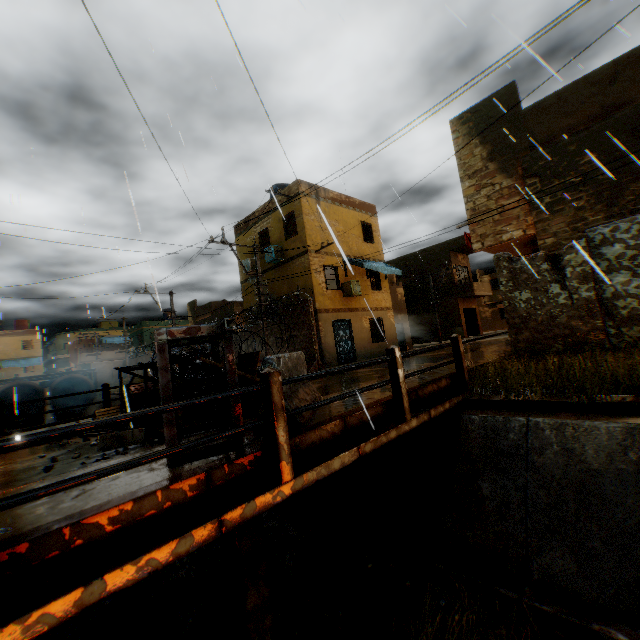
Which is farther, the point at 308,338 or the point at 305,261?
the point at 305,261

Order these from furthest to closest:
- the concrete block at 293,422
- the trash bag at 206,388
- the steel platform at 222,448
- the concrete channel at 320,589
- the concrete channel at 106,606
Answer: the trash bag at 206,388
the concrete channel at 106,606
the concrete channel at 320,589
the concrete block at 293,422
the steel platform at 222,448

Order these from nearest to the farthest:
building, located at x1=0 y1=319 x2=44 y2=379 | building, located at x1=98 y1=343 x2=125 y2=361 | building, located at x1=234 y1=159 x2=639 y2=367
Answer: building, located at x1=234 y1=159 x2=639 y2=367, building, located at x1=0 y1=319 x2=44 y2=379, building, located at x1=98 y1=343 x2=125 y2=361

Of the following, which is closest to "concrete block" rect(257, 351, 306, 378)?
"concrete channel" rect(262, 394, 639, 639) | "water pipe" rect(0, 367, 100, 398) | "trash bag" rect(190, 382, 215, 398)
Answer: "trash bag" rect(190, 382, 215, 398)

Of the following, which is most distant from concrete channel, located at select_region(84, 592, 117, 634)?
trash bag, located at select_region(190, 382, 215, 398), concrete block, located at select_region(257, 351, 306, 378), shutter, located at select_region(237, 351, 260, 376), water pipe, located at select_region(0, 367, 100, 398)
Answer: shutter, located at select_region(237, 351, 260, 376)

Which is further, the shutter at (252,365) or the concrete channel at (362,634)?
the shutter at (252,365)

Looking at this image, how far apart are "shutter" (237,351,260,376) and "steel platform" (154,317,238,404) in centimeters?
47cm

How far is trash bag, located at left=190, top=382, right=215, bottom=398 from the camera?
7.2m
